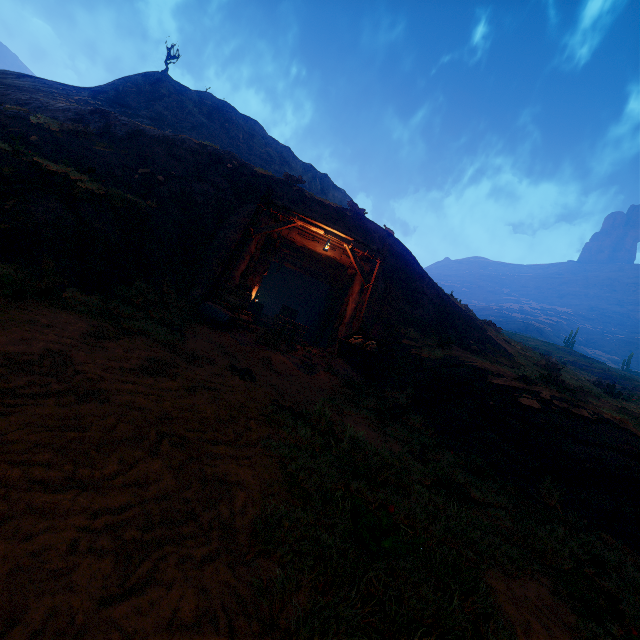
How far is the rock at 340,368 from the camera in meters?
9.3

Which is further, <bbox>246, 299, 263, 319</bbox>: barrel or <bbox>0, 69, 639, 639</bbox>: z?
<bbox>246, 299, 263, 319</bbox>: barrel

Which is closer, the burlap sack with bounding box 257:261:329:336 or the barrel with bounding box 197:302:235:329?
the barrel with bounding box 197:302:235:329

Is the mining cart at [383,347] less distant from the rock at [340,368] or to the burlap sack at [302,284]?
the rock at [340,368]

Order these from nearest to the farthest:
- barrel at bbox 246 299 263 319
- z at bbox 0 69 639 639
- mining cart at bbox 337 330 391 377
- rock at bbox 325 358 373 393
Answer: z at bbox 0 69 639 639 → rock at bbox 325 358 373 393 → mining cart at bbox 337 330 391 377 → barrel at bbox 246 299 263 319

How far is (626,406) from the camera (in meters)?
11.52

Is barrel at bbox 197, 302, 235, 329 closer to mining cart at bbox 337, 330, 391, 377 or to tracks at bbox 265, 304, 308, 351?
tracks at bbox 265, 304, 308, 351

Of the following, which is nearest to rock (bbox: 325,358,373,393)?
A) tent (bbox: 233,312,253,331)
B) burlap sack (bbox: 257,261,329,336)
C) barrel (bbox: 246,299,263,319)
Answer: tent (bbox: 233,312,253,331)
